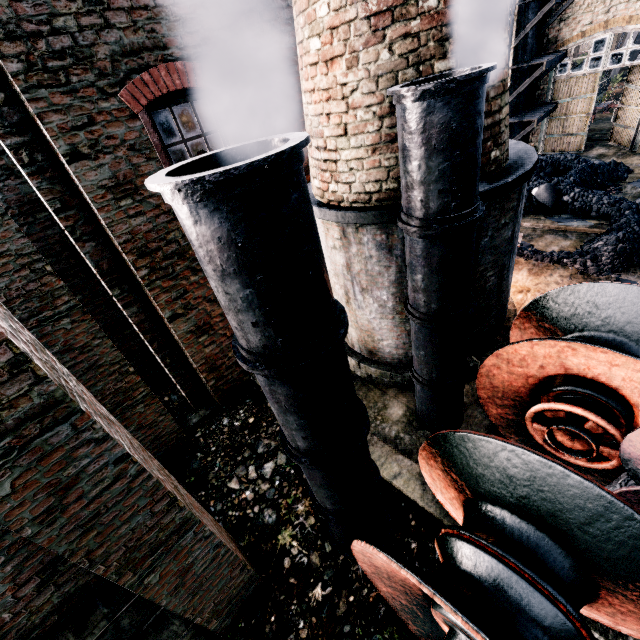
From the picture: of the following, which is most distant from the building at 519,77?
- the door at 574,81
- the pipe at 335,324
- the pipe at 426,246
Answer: the pipe at 426,246

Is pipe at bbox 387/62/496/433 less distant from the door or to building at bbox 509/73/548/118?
building at bbox 509/73/548/118

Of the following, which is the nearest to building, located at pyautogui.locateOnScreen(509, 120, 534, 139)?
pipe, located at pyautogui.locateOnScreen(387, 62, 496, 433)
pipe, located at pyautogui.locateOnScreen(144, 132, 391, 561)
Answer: pipe, located at pyautogui.locateOnScreen(144, 132, 391, 561)

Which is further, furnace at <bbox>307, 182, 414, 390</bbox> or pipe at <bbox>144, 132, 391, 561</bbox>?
furnace at <bbox>307, 182, 414, 390</bbox>

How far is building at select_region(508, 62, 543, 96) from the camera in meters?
14.7 m

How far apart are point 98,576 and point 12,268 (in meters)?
4.32

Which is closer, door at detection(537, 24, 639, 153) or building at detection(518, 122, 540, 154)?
door at detection(537, 24, 639, 153)

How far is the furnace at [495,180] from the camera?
5.3 meters
